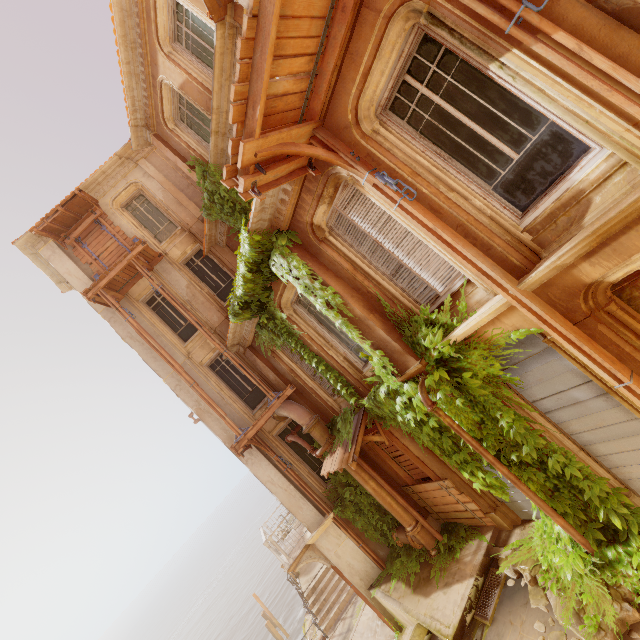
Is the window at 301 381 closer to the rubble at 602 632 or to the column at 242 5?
the rubble at 602 632

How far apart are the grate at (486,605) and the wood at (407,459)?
1.9m

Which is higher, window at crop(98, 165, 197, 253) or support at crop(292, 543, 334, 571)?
window at crop(98, 165, 197, 253)

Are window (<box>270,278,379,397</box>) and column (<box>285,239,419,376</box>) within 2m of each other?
yes

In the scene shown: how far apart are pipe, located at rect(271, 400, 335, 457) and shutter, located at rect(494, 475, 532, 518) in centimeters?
225cm

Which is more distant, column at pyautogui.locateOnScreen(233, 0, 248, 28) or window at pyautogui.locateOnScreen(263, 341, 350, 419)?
window at pyautogui.locateOnScreen(263, 341, 350, 419)

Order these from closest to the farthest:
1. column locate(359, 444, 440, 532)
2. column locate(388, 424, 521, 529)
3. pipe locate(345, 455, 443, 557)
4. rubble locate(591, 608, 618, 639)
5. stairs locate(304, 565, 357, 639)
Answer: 1. rubble locate(591, 608, 618, 639)
2. column locate(388, 424, 521, 529)
3. pipe locate(345, 455, 443, 557)
4. column locate(359, 444, 440, 532)
5. stairs locate(304, 565, 357, 639)

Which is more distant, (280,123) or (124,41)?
(124,41)
